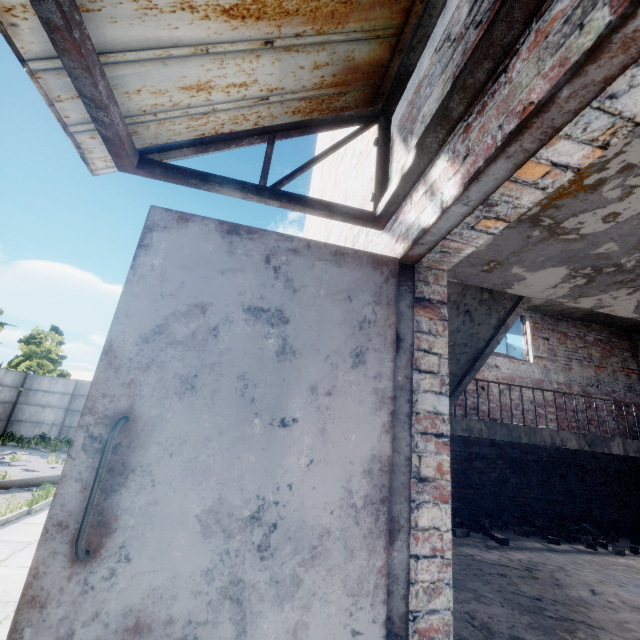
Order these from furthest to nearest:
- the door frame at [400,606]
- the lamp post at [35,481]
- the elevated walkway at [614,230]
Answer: the lamp post at [35,481]
the elevated walkway at [614,230]
the door frame at [400,606]

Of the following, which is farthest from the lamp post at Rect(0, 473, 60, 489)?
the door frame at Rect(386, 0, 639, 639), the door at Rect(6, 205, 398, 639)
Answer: the door frame at Rect(386, 0, 639, 639)

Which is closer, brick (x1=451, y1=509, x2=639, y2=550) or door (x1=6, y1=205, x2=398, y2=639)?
door (x1=6, y1=205, x2=398, y2=639)

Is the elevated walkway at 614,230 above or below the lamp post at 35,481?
above

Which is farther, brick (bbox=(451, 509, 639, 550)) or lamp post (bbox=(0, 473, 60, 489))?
lamp post (bbox=(0, 473, 60, 489))

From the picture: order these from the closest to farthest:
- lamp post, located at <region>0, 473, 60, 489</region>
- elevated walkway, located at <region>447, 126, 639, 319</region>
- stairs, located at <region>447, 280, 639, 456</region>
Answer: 1. elevated walkway, located at <region>447, 126, 639, 319</region>
2. stairs, located at <region>447, 280, 639, 456</region>
3. lamp post, located at <region>0, 473, 60, 489</region>

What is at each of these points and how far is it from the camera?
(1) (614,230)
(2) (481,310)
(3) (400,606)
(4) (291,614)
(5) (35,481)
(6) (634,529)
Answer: (1) elevated walkway, 2.8m
(2) stairs, 4.3m
(3) door frame, 1.2m
(4) door, 1.1m
(5) lamp post, 9.2m
(6) brick, 6.4m

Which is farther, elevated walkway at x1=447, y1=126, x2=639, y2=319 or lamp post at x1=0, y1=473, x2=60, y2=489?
lamp post at x1=0, y1=473, x2=60, y2=489
